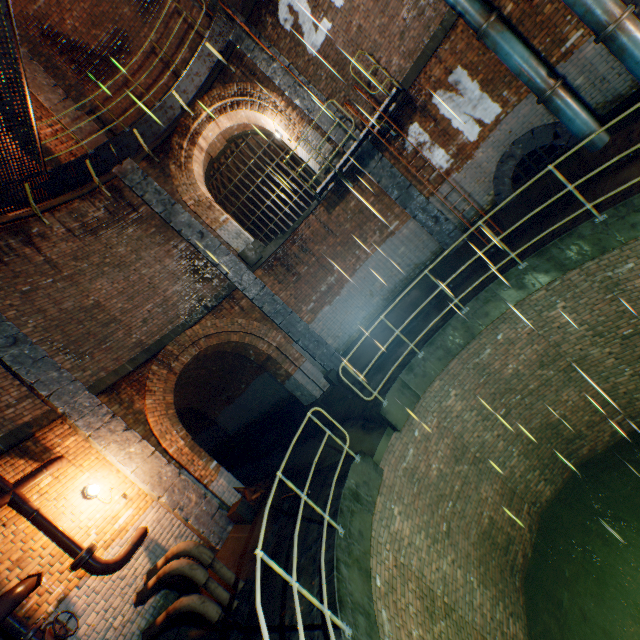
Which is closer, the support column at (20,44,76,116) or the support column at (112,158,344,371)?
the support column at (20,44,76,116)

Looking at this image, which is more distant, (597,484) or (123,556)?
(597,484)

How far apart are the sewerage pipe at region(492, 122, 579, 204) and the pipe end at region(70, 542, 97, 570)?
11.8 meters

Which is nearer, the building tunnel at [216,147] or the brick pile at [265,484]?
the brick pile at [265,484]

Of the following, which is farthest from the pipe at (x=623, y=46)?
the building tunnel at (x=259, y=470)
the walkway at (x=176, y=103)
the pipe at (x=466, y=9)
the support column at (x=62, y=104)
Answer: the support column at (x=62, y=104)

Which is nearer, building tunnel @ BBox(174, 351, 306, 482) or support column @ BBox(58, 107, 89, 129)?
support column @ BBox(58, 107, 89, 129)

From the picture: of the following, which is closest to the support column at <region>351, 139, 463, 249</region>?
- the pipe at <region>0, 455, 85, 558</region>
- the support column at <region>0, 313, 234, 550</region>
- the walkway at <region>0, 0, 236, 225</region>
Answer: the walkway at <region>0, 0, 236, 225</region>

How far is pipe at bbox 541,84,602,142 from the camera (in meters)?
6.97
